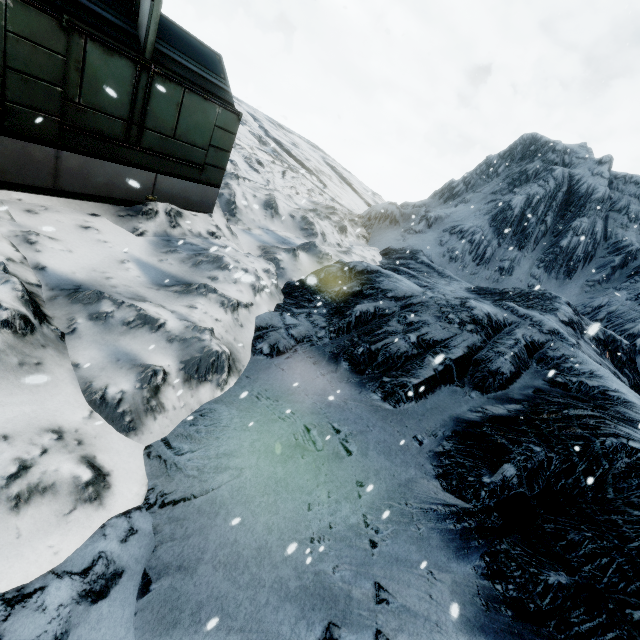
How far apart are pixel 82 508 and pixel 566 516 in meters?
5.2 m
